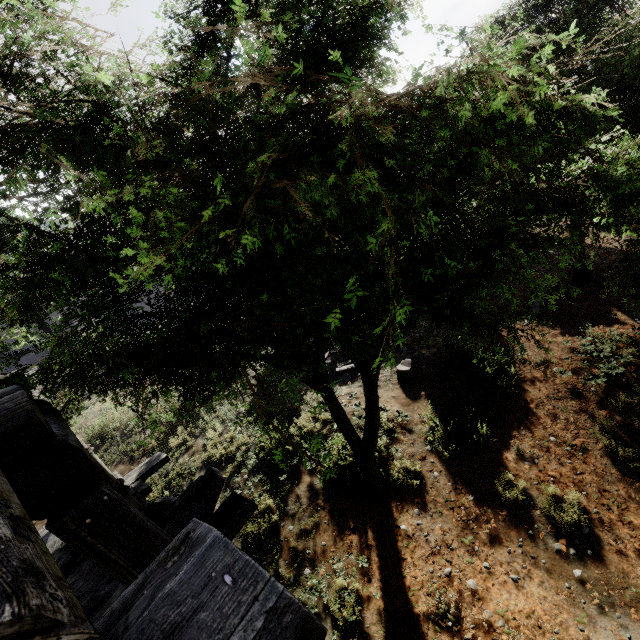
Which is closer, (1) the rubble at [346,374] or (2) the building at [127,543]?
(2) the building at [127,543]

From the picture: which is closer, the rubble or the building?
the building

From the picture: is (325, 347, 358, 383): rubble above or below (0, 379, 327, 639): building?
below

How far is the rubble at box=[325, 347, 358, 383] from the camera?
10.6 meters

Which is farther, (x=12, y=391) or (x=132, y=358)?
(x=12, y=391)

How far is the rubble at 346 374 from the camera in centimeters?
1060cm
